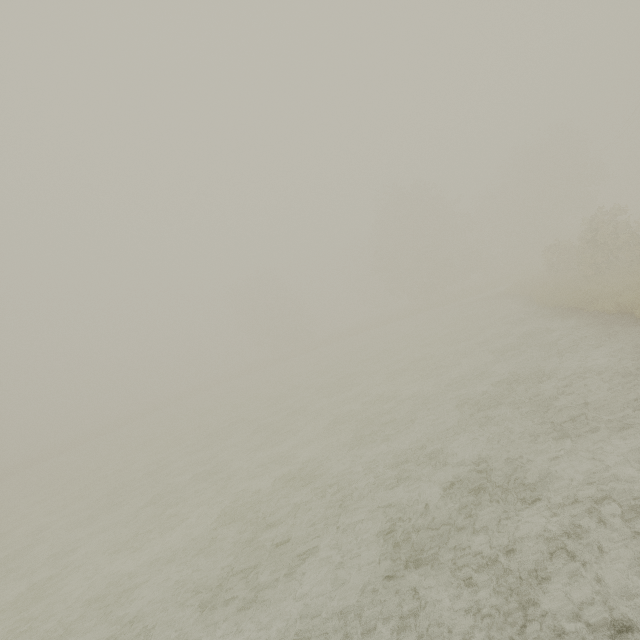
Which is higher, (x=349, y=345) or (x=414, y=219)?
(x=414, y=219)
